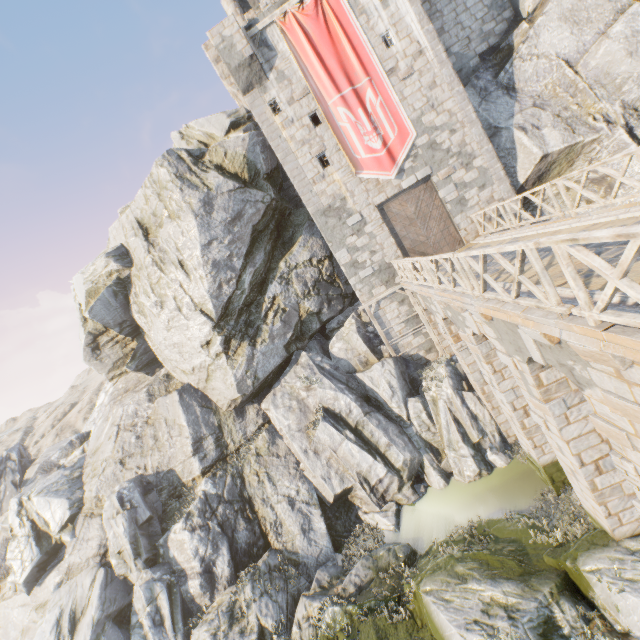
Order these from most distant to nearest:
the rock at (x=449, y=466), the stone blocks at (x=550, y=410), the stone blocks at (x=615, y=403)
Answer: the rock at (x=449, y=466) → the stone blocks at (x=550, y=410) → the stone blocks at (x=615, y=403)

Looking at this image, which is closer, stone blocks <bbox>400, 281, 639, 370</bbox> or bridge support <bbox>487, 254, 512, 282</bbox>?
stone blocks <bbox>400, 281, 639, 370</bbox>

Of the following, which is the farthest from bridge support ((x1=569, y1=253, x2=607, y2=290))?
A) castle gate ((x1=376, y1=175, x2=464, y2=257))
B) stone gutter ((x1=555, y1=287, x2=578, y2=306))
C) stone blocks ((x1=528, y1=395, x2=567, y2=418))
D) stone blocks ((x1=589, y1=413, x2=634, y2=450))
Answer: castle gate ((x1=376, y1=175, x2=464, y2=257))

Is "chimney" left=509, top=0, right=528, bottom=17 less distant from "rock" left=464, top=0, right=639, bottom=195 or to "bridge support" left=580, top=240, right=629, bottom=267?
"rock" left=464, top=0, right=639, bottom=195

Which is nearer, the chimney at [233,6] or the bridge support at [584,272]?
the bridge support at [584,272]

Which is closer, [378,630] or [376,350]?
[378,630]

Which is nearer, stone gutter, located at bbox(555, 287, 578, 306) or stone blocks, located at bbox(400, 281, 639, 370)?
stone blocks, located at bbox(400, 281, 639, 370)

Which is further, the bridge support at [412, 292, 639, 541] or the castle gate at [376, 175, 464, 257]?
the castle gate at [376, 175, 464, 257]
